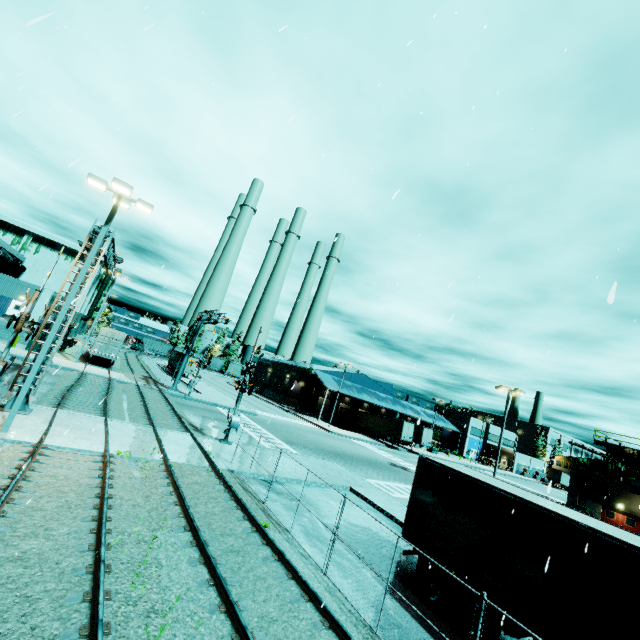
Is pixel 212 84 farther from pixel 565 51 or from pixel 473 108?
pixel 565 51

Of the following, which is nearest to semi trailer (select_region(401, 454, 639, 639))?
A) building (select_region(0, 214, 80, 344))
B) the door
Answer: building (select_region(0, 214, 80, 344))

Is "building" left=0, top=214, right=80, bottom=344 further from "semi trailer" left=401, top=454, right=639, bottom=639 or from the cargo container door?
the cargo container door

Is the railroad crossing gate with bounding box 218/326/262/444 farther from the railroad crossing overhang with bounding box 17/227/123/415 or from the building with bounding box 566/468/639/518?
the building with bounding box 566/468/639/518

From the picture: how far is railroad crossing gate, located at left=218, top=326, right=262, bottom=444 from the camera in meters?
19.2 m

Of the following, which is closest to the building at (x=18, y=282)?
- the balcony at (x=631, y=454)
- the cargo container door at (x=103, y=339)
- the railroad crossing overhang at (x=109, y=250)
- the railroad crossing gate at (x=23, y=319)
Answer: the balcony at (x=631, y=454)

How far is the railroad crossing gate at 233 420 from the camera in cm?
1923

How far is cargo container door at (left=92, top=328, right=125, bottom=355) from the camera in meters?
34.6 m
